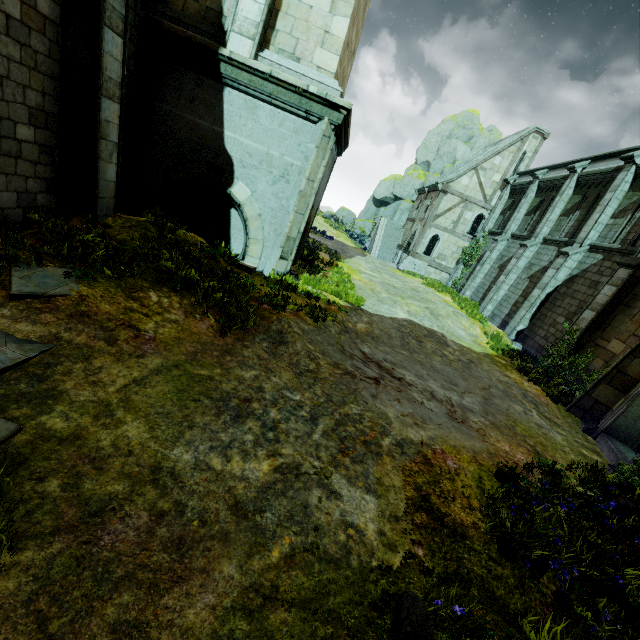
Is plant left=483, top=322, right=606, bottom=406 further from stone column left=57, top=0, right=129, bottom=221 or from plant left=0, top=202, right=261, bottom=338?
stone column left=57, top=0, right=129, bottom=221

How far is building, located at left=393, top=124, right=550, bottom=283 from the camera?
24.45m

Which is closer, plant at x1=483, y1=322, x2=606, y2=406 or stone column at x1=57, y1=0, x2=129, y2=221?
stone column at x1=57, y1=0, x2=129, y2=221

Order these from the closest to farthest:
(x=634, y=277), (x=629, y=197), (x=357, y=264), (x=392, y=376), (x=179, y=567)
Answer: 1. (x=179, y=567)
2. (x=392, y=376)
3. (x=634, y=277)
4. (x=629, y=197)
5. (x=357, y=264)

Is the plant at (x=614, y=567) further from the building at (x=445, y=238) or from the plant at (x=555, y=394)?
the building at (x=445, y=238)

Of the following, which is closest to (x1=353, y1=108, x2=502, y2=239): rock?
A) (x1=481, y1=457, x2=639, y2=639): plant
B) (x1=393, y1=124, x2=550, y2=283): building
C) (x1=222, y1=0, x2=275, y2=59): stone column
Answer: (x1=393, y1=124, x2=550, y2=283): building

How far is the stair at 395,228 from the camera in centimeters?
3184cm

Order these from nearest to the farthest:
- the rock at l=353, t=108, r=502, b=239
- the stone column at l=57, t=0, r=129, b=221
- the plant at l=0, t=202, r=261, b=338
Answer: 1. the plant at l=0, t=202, r=261, b=338
2. the stone column at l=57, t=0, r=129, b=221
3. the rock at l=353, t=108, r=502, b=239
